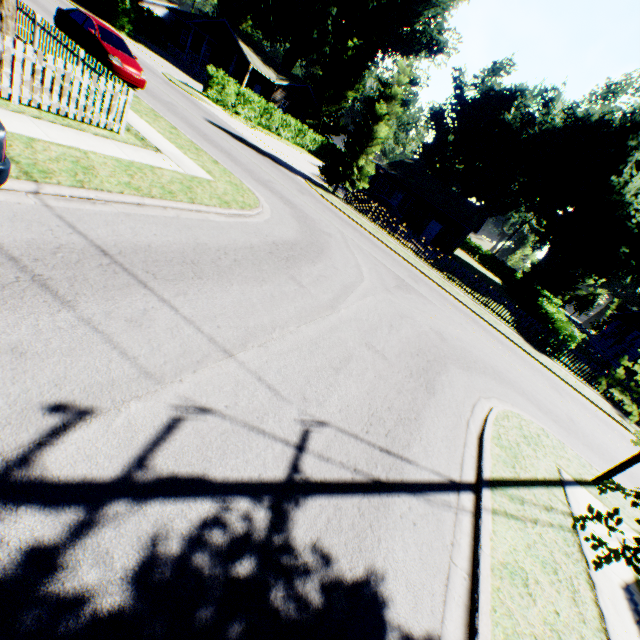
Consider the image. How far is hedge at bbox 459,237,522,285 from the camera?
54.60m

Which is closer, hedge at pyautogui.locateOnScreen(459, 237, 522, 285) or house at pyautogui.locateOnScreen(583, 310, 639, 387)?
house at pyautogui.locateOnScreen(583, 310, 639, 387)

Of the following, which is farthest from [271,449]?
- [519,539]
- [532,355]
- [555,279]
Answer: [555,279]

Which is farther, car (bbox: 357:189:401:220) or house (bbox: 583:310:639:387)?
house (bbox: 583:310:639:387)

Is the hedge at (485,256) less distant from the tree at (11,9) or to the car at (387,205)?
the car at (387,205)

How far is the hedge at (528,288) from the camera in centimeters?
1930cm

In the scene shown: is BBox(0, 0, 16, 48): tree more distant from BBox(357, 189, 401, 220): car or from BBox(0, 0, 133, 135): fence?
BBox(357, 189, 401, 220): car

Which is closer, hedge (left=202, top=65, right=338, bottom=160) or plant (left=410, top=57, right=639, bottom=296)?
hedge (left=202, top=65, right=338, bottom=160)
